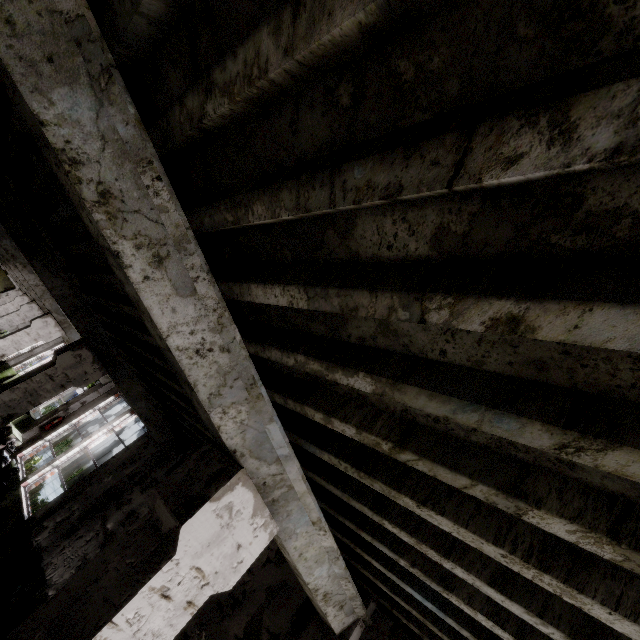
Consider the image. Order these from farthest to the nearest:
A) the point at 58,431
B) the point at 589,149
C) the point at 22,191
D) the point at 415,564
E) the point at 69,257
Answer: the point at 58,431 → the point at 69,257 → the point at 22,191 → the point at 415,564 → the point at 589,149

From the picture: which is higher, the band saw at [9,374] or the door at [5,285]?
the door at [5,285]

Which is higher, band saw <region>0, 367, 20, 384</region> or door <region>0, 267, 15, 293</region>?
door <region>0, 267, 15, 293</region>

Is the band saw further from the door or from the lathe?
the door

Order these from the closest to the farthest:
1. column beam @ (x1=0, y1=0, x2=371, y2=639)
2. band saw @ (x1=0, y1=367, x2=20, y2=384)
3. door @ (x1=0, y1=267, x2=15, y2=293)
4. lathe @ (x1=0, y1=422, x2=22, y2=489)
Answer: column beam @ (x1=0, y1=0, x2=371, y2=639) → lathe @ (x1=0, y1=422, x2=22, y2=489) → band saw @ (x1=0, y1=367, x2=20, y2=384) → door @ (x1=0, y1=267, x2=15, y2=293)

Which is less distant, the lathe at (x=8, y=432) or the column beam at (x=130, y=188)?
the column beam at (x=130, y=188)

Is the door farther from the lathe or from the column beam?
the column beam

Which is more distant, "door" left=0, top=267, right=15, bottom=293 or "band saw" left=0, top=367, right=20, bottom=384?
"door" left=0, top=267, right=15, bottom=293
